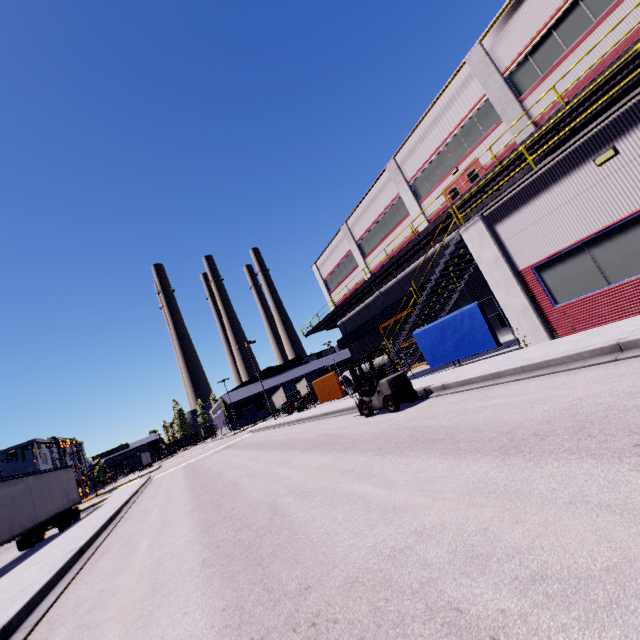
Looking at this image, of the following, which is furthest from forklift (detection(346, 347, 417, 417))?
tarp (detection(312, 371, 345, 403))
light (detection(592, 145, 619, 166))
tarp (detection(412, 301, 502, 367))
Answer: tarp (detection(312, 371, 345, 403))

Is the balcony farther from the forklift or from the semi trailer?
the forklift

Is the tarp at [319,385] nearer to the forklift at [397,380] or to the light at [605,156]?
the forklift at [397,380]

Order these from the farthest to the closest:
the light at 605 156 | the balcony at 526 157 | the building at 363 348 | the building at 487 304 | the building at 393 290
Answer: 1. the building at 363 348
2. the building at 393 290
3. the building at 487 304
4. the balcony at 526 157
5. the light at 605 156

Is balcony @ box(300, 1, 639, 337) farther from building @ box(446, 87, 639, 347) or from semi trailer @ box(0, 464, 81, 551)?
semi trailer @ box(0, 464, 81, 551)

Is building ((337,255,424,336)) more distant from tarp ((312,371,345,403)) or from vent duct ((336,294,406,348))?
tarp ((312,371,345,403))

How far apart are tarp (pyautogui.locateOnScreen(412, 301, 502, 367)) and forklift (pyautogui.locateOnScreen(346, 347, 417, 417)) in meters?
3.3 m

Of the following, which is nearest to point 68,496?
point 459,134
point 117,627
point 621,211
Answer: point 117,627
